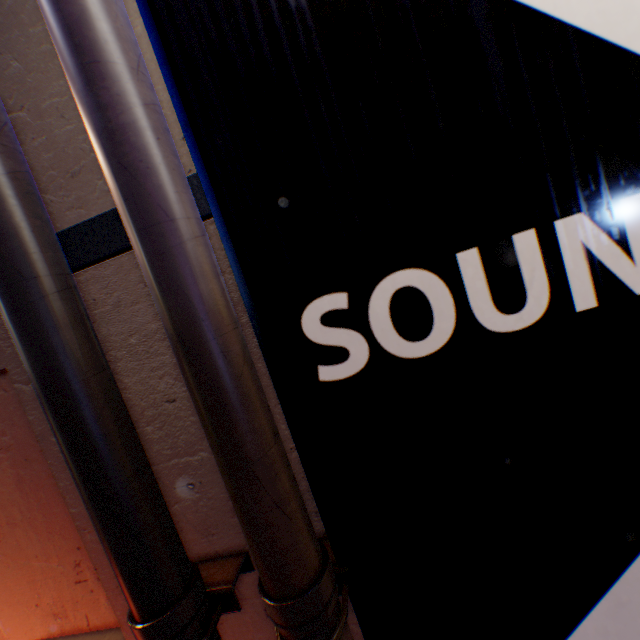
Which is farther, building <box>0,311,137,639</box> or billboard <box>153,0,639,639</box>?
building <box>0,311,137,639</box>

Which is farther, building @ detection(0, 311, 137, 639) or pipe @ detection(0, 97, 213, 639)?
building @ detection(0, 311, 137, 639)

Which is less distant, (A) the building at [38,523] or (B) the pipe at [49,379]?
(B) the pipe at [49,379]

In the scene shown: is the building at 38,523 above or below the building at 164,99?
below

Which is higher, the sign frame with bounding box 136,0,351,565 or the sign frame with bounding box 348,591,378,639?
the sign frame with bounding box 136,0,351,565

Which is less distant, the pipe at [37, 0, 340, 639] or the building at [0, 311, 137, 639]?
the pipe at [37, 0, 340, 639]

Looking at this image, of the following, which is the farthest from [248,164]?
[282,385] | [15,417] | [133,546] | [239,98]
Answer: [15,417]

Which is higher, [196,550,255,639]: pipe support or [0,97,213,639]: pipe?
[0,97,213,639]: pipe
